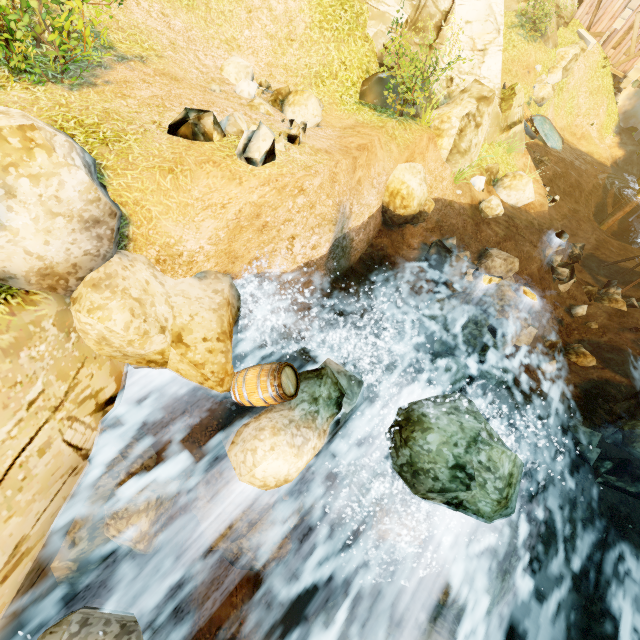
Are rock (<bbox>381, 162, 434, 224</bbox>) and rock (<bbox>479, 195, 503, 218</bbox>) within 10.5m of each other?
yes

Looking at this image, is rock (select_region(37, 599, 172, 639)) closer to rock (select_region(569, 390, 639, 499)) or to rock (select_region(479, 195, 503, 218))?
rock (select_region(569, 390, 639, 499))

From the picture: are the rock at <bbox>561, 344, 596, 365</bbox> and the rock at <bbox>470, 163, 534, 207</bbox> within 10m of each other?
yes

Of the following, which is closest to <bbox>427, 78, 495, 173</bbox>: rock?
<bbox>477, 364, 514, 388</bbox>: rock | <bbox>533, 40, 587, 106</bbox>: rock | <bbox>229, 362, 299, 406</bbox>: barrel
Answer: <bbox>477, 364, 514, 388</bbox>: rock

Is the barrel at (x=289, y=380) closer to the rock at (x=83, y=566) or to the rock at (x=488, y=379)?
the rock at (x=83, y=566)

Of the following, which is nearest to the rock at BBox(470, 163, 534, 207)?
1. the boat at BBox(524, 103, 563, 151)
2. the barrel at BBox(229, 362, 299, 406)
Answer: the boat at BBox(524, 103, 563, 151)

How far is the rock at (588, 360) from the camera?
11.2m

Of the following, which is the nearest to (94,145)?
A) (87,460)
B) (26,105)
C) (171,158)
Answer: (171,158)
